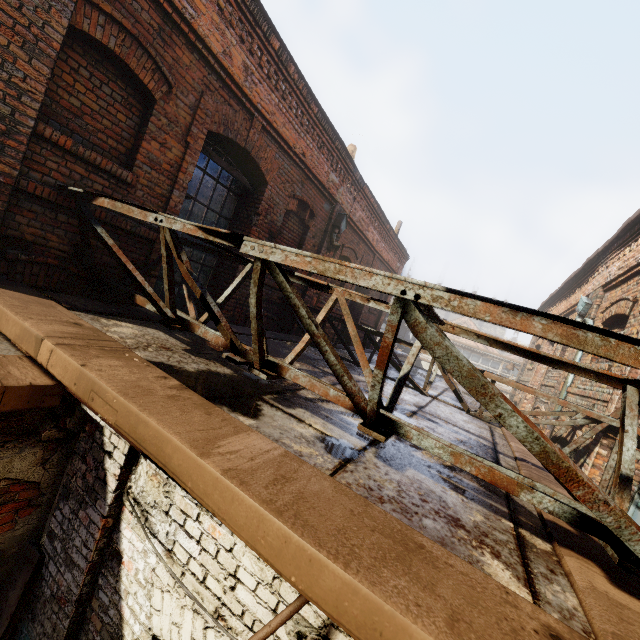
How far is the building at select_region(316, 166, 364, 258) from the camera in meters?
8.0 m

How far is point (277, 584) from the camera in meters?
1.6

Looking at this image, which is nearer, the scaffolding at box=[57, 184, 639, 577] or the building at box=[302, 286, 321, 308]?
the scaffolding at box=[57, 184, 639, 577]

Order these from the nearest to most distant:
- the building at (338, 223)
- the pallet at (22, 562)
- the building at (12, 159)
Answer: the pallet at (22, 562)
the building at (12, 159)
the building at (338, 223)

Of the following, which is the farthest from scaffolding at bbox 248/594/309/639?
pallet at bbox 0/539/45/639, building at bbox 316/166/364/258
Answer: building at bbox 316/166/364/258

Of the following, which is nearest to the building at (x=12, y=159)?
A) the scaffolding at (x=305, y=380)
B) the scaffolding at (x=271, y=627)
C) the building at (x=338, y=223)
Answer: the scaffolding at (x=305, y=380)
